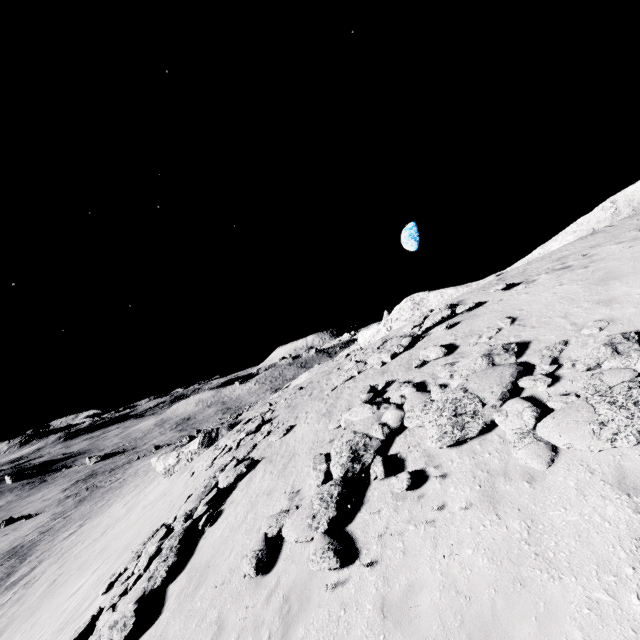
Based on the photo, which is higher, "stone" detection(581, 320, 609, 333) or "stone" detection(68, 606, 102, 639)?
"stone" detection(581, 320, 609, 333)

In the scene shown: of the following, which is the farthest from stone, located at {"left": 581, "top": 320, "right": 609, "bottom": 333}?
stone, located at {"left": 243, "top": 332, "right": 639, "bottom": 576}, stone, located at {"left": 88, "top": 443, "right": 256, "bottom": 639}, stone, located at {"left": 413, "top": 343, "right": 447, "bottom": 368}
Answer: stone, located at {"left": 88, "top": 443, "right": 256, "bottom": 639}

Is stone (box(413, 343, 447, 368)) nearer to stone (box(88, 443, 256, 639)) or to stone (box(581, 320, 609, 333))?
stone (box(581, 320, 609, 333))

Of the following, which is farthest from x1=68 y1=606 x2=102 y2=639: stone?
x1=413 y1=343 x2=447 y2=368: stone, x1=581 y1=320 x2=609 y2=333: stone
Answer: x1=581 y1=320 x2=609 y2=333: stone

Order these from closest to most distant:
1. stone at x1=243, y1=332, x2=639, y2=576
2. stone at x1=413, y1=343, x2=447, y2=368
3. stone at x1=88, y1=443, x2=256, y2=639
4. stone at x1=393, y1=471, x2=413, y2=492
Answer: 1. stone at x1=243, y1=332, x2=639, y2=576
2. stone at x1=393, y1=471, x2=413, y2=492
3. stone at x1=88, y1=443, x2=256, y2=639
4. stone at x1=413, y1=343, x2=447, y2=368

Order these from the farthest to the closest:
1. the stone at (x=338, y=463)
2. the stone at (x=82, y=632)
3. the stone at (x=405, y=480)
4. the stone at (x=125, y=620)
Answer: the stone at (x=82, y=632) → the stone at (x=125, y=620) → the stone at (x=405, y=480) → the stone at (x=338, y=463)

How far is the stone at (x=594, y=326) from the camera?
7.64m

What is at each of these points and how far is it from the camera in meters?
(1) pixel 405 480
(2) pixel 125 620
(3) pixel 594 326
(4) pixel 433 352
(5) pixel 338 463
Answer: (1) stone, 7.2
(2) stone, 8.9
(3) stone, 7.8
(4) stone, 11.7
(5) stone, 9.1
